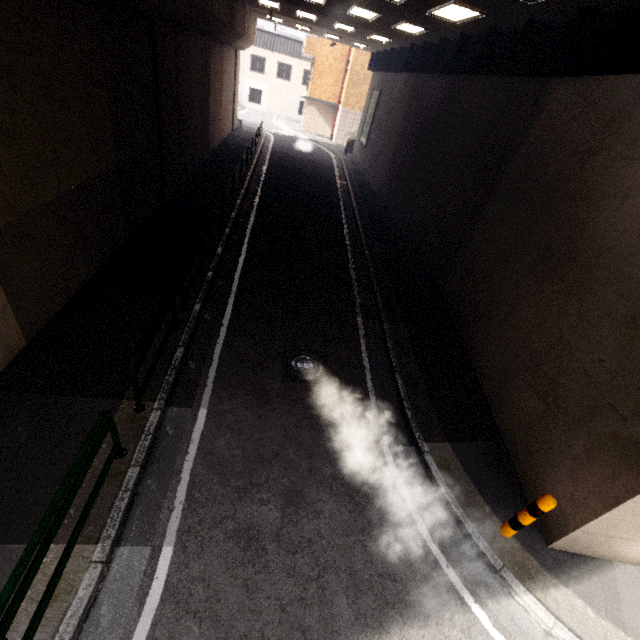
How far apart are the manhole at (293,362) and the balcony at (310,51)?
32.5 meters

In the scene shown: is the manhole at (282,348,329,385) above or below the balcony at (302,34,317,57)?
A: below

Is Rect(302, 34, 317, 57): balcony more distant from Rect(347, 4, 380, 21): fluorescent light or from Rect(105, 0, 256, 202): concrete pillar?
Rect(347, 4, 380, 21): fluorescent light

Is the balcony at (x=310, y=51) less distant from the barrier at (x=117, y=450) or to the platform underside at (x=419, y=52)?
the platform underside at (x=419, y=52)

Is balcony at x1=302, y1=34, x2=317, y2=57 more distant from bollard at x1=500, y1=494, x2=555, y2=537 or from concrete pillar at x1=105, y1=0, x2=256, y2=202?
bollard at x1=500, y1=494, x2=555, y2=537

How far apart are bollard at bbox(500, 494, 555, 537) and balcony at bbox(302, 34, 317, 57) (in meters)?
35.87

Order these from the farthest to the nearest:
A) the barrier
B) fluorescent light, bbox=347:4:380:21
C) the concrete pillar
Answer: fluorescent light, bbox=347:4:380:21 → the concrete pillar → the barrier

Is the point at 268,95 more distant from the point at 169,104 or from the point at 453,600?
the point at 453,600
